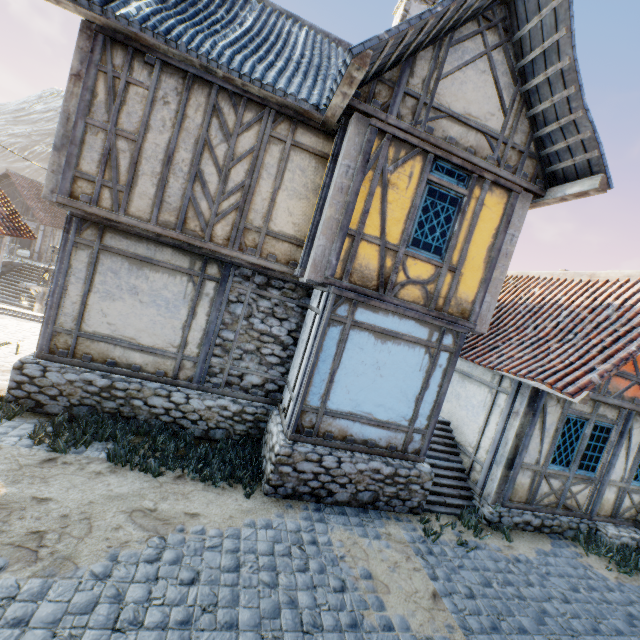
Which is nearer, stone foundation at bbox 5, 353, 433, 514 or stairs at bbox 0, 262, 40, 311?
stone foundation at bbox 5, 353, 433, 514

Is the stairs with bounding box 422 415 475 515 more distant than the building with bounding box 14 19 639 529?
Yes

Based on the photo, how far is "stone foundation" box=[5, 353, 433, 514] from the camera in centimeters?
595cm

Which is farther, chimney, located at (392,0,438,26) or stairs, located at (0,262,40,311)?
stairs, located at (0,262,40,311)

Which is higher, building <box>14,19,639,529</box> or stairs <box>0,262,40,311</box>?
building <box>14,19,639,529</box>

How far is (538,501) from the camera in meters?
7.4 m

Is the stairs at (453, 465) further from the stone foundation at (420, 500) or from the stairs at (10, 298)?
the stairs at (10, 298)

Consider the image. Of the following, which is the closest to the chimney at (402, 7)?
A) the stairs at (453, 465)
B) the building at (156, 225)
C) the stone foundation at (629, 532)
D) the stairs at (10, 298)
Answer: the building at (156, 225)
